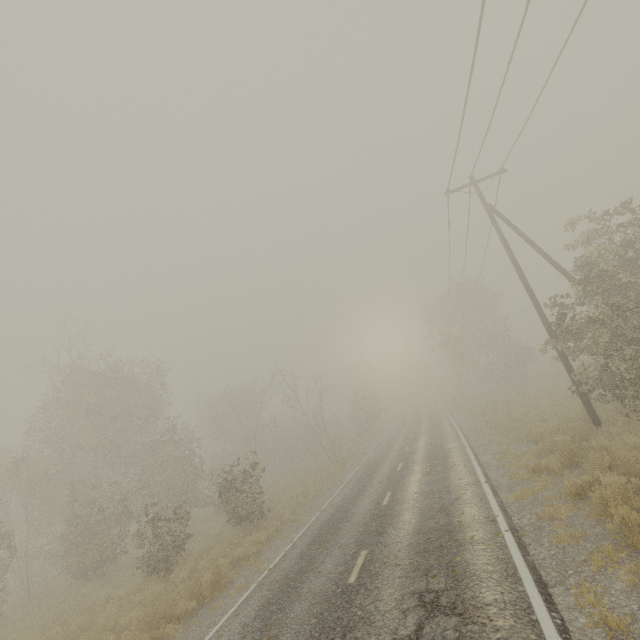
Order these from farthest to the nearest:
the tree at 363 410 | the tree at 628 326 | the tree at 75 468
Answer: the tree at 363 410 → the tree at 75 468 → the tree at 628 326

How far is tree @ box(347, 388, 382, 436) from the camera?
41.72m

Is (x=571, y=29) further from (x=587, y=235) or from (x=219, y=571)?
(x=219, y=571)

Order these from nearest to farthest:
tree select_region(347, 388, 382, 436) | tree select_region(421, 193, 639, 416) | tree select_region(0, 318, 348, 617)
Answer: tree select_region(421, 193, 639, 416) < tree select_region(0, 318, 348, 617) < tree select_region(347, 388, 382, 436)

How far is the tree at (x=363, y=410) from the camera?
41.7m

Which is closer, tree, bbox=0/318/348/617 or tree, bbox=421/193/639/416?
tree, bbox=421/193/639/416
